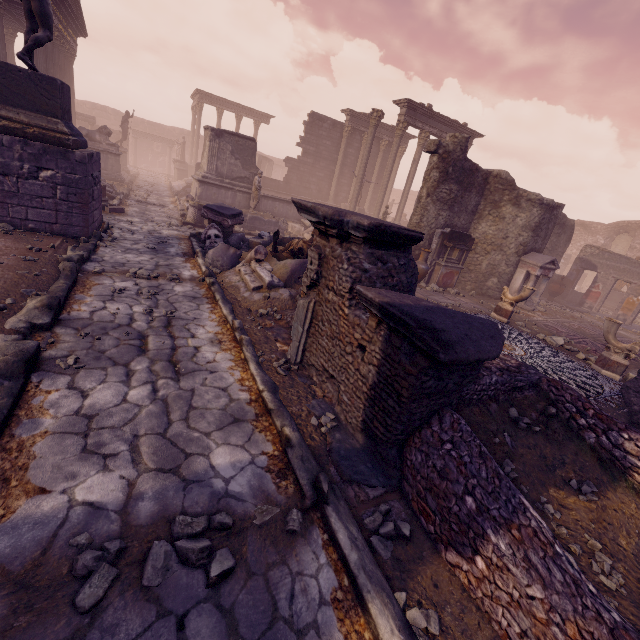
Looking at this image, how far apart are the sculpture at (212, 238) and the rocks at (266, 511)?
7.7 meters

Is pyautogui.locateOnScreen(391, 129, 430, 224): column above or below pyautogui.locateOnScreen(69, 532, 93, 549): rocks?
above

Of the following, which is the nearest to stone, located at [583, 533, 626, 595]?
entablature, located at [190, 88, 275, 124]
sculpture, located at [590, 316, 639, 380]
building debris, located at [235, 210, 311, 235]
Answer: sculpture, located at [590, 316, 639, 380]

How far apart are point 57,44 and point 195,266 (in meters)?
19.07

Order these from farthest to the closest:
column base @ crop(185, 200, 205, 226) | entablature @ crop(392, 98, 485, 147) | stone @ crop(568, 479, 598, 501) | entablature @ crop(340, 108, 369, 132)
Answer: entablature @ crop(340, 108, 369, 132)
entablature @ crop(392, 98, 485, 147)
column base @ crop(185, 200, 205, 226)
stone @ crop(568, 479, 598, 501)

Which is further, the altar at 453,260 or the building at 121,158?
the building at 121,158

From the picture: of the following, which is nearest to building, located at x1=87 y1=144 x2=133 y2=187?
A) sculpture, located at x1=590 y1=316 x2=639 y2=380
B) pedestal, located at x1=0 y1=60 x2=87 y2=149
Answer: pedestal, located at x1=0 y1=60 x2=87 y2=149

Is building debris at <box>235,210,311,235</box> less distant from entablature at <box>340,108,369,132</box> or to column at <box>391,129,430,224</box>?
column at <box>391,129,430,224</box>
